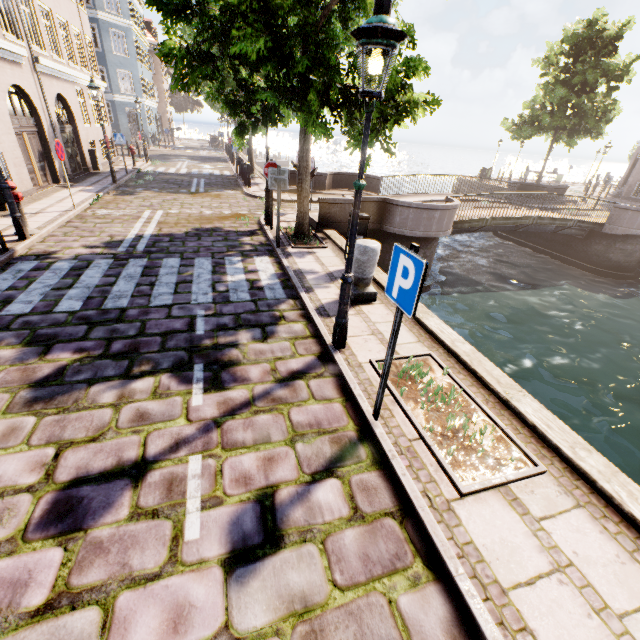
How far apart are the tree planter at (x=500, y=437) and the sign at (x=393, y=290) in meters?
1.4 m

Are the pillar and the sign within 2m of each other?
no

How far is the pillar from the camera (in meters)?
5.66

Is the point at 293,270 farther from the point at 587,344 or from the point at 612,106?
the point at 612,106

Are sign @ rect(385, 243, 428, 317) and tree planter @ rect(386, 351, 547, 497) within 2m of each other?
yes

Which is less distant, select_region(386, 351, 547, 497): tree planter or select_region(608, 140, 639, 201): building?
select_region(386, 351, 547, 497): tree planter

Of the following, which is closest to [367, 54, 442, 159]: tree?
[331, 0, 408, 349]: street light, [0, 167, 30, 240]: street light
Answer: [331, 0, 408, 349]: street light

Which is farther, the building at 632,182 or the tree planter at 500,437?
the building at 632,182
